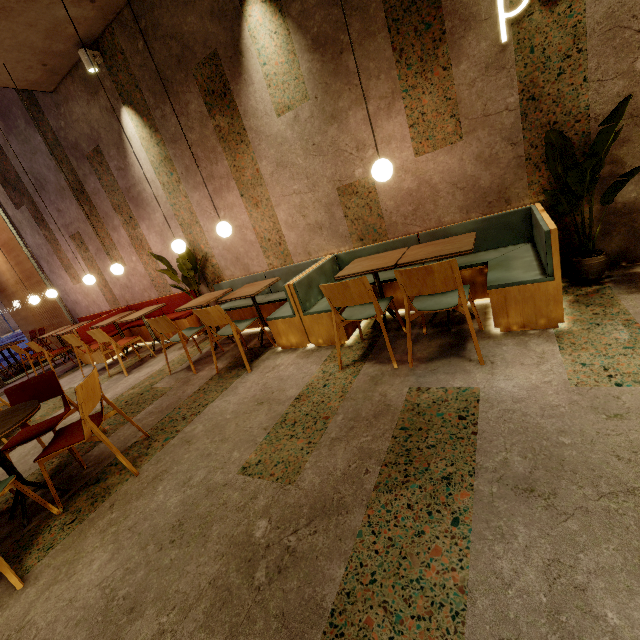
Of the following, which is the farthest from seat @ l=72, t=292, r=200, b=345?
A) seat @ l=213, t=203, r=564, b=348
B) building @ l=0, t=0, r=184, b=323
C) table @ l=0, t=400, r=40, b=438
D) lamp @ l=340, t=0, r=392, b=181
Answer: lamp @ l=340, t=0, r=392, b=181

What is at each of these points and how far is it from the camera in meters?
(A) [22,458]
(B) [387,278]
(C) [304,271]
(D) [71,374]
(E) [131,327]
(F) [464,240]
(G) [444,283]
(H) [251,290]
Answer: (A) building, 3.6 m
(B) seat, 3.8 m
(C) seat, 4.0 m
(D) building, 6.4 m
(E) seat, 6.7 m
(F) table, 2.9 m
(G) chair, 2.4 m
(H) table, 4.1 m

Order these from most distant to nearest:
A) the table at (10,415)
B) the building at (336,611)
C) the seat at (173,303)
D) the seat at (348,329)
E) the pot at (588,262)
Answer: the seat at (173,303) < the seat at (348,329) < the pot at (588,262) < the table at (10,415) < the building at (336,611)

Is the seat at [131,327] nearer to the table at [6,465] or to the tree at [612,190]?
the table at [6,465]

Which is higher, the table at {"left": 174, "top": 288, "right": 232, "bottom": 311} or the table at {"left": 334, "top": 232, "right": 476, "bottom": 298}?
the table at {"left": 174, "top": 288, "right": 232, "bottom": 311}

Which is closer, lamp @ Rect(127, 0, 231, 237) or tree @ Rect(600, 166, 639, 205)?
tree @ Rect(600, 166, 639, 205)

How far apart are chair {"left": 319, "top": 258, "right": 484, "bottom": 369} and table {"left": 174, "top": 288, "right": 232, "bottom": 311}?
2.87m

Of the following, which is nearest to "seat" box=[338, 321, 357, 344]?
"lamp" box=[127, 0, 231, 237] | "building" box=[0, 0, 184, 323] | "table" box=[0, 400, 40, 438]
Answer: "building" box=[0, 0, 184, 323]
